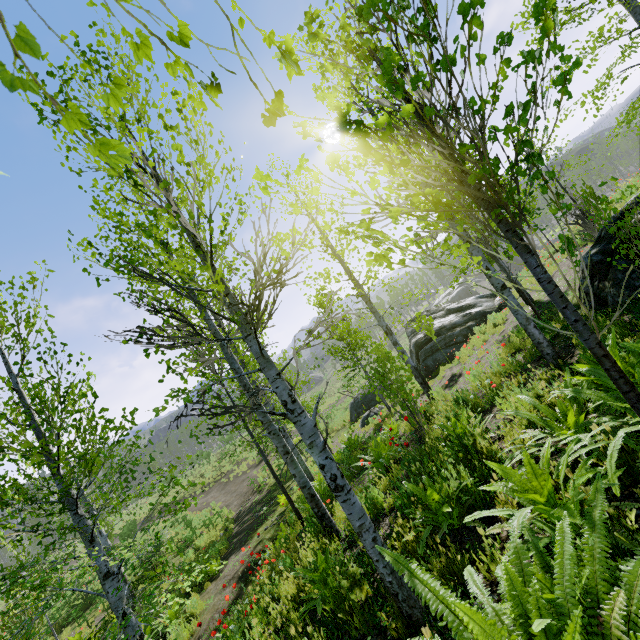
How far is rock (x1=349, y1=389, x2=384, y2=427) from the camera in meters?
17.0

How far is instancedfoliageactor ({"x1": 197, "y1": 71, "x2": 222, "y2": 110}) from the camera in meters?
1.0 m

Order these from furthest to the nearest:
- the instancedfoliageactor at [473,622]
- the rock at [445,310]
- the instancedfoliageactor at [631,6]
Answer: the rock at [445,310]
the instancedfoliageactor at [631,6]
the instancedfoliageactor at [473,622]

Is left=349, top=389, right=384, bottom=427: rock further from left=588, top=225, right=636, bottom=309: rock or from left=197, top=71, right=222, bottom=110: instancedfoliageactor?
left=588, top=225, right=636, bottom=309: rock

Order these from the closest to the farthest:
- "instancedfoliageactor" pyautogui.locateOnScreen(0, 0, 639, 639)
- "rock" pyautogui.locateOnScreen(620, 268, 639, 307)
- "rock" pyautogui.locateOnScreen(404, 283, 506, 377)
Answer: "instancedfoliageactor" pyautogui.locateOnScreen(0, 0, 639, 639) < "rock" pyautogui.locateOnScreen(620, 268, 639, 307) < "rock" pyautogui.locateOnScreen(404, 283, 506, 377)

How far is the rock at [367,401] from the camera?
17.03m

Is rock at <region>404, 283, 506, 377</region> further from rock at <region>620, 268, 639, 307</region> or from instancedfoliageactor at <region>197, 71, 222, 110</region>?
rock at <region>620, 268, 639, 307</region>

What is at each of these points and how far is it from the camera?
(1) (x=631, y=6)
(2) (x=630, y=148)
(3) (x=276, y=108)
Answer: (1) instancedfoliageactor, 6.67m
(2) instancedfoliageactor, 49.53m
(3) instancedfoliageactor, 1.14m
